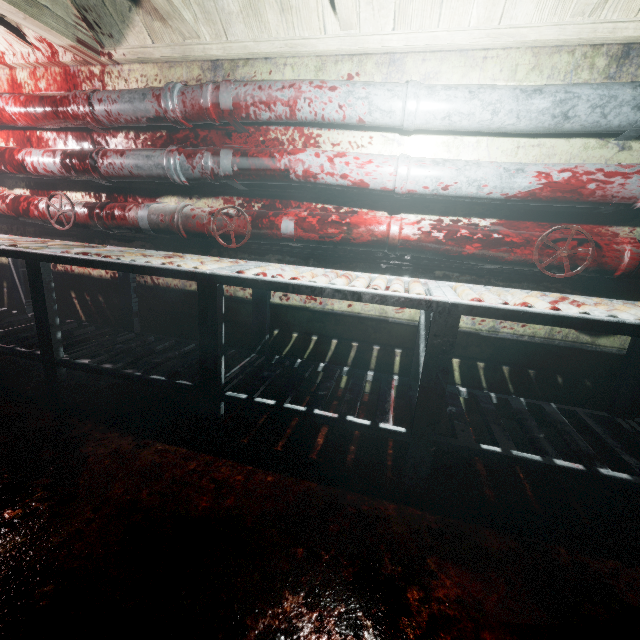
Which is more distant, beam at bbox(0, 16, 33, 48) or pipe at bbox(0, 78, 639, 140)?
beam at bbox(0, 16, 33, 48)

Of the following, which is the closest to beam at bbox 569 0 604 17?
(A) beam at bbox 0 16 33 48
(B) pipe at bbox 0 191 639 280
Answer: (A) beam at bbox 0 16 33 48

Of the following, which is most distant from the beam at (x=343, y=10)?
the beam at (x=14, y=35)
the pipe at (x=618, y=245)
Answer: the pipe at (x=618, y=245)

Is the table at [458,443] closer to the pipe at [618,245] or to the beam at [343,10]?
the pipe at [618,245]

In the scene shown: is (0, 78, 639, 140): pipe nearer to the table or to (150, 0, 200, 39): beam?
(150, 0, 200, 39): beam

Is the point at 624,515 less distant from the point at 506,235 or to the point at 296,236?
the point at 506,235
